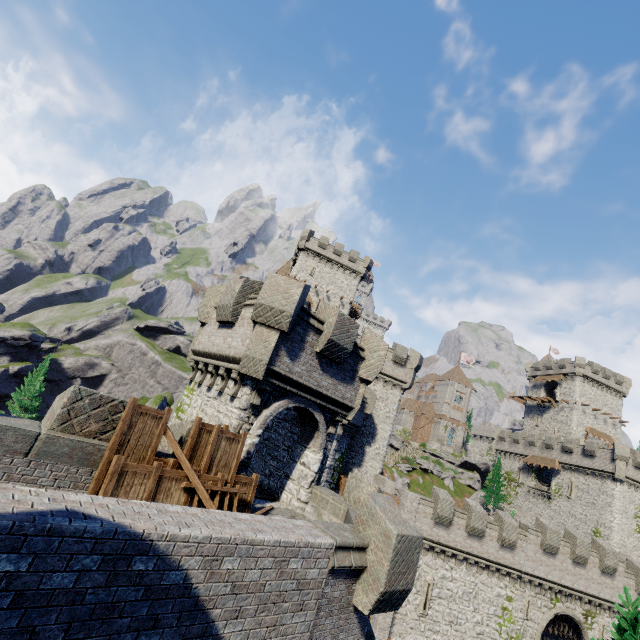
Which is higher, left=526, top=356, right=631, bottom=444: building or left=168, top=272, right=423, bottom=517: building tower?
left=526, top=356, right=631, bottom=444: building

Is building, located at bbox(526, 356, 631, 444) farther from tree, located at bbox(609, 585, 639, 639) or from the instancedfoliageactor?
the instancedfoliageactor

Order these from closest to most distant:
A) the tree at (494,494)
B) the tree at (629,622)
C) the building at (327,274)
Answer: the tree at (629,622)
the building at (327,274)
the tree at (494,494)

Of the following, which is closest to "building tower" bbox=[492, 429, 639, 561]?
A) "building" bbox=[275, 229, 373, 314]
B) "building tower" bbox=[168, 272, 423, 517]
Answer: "building" bbox=[275, 229, 373, 314]

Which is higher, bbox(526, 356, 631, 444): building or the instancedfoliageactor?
bbox(526, 356, 631, 444): building

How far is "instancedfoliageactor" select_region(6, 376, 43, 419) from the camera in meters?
35.4

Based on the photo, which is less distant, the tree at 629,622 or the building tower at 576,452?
the tree at 629,622

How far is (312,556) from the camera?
6.5m
